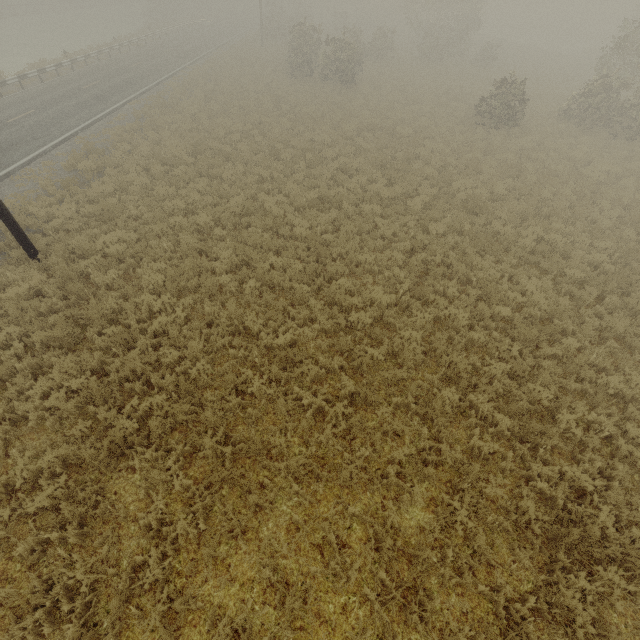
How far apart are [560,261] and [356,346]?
7.79m
